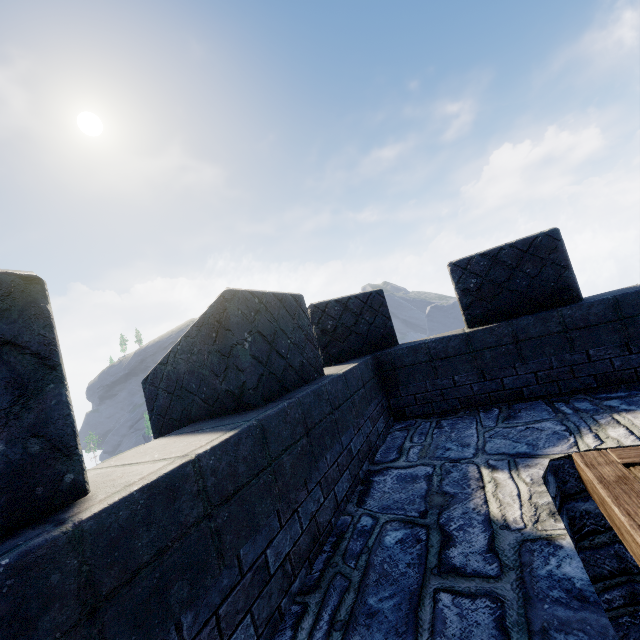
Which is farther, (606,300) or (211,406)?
(606,300)
